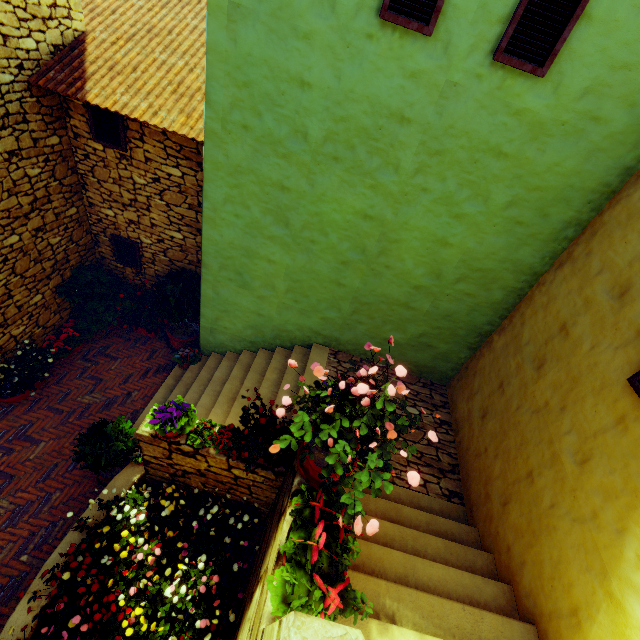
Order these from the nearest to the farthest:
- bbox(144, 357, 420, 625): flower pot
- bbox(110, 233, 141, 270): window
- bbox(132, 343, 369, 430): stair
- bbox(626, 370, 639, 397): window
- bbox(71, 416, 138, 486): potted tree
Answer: bbox(144, 357, 420, 625): flower pot → bbox(626, 370, 639, 397): window → bbox(71, 416, 138, 486): potted tree → bbox(132, 343, 369, 430): stair → bbox(110, 233, 141, 270): window

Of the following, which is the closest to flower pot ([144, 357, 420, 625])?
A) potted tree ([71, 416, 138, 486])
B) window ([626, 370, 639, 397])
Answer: window ([626, 370, 639, 397])

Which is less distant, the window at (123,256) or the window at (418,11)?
the window at (418,11)

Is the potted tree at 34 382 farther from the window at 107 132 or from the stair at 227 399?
the window at 107 132

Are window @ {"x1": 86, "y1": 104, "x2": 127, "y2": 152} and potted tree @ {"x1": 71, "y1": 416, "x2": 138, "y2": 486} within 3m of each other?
no

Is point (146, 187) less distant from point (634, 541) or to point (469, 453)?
point (469, 453)

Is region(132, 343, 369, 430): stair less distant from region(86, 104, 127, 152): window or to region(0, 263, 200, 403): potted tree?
region(0, 263, 200, 403): potted tree

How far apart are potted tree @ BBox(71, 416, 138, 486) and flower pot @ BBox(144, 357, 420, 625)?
3.2m
